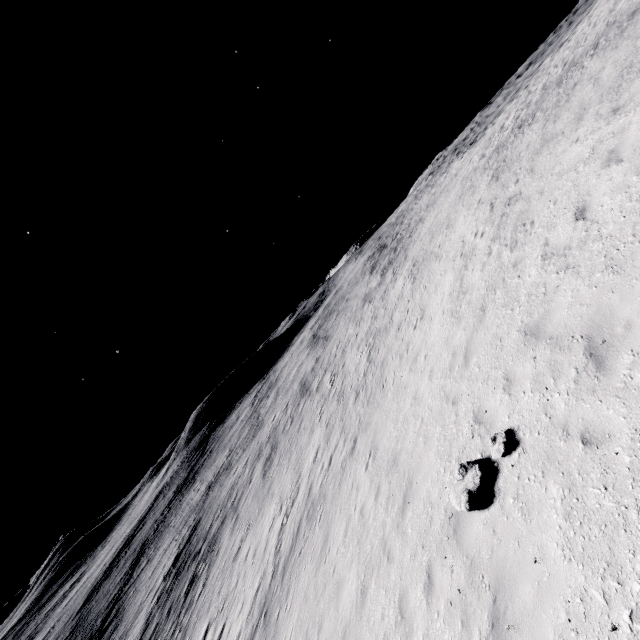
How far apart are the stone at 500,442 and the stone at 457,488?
0.3m

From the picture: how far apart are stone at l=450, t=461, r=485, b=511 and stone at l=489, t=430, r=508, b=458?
0.3 meters

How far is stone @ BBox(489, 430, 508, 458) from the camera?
5.9 meters

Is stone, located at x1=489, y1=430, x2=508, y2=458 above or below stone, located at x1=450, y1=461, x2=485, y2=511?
above

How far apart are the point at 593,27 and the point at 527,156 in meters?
8.9

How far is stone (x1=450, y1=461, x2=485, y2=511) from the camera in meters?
6.0 m

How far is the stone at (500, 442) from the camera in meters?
5.9 m
